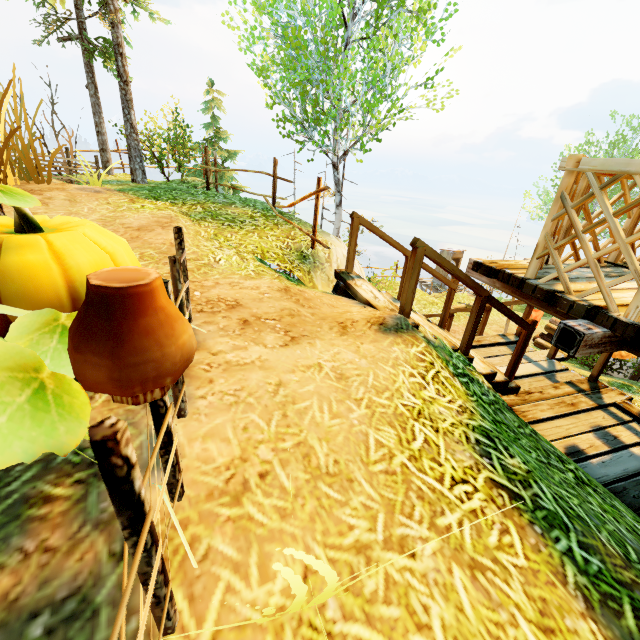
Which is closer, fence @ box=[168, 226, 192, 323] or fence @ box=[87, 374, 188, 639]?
fence @ box=[87, 374, 188, 639]

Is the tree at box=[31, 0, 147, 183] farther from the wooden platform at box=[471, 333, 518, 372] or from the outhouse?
the outhouse

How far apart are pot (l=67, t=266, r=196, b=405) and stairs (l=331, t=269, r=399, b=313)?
2.6m

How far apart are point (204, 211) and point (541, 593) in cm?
655

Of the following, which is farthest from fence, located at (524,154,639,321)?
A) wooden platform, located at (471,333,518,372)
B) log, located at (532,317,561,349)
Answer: log, located at (532,317,561,349)

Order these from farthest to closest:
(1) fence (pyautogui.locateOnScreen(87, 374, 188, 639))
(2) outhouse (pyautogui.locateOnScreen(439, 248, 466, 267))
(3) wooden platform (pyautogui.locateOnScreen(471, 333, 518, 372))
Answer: (2) outhouse (pyautogui.locateOnScreen(439, 248, 466, 267)) → (3) wooden platform (pyautogui.locateOnScreen(471, 333, 518, 372)) → (1) fence (pyautogui.locateOnScreen(87, 374, 188, 639))

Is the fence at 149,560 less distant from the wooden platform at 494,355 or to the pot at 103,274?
the pot at 103,274

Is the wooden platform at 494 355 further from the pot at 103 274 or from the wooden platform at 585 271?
the pot at 103 274
